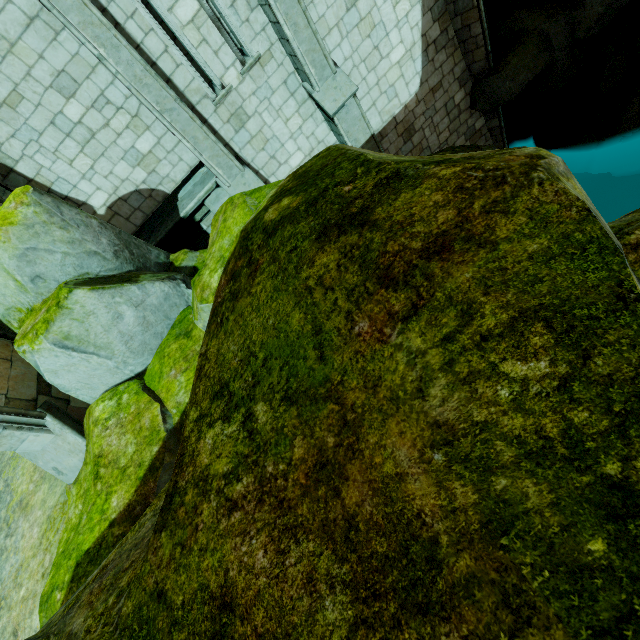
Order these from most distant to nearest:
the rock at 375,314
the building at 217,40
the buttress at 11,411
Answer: the building at 217,40 → the buttress at 11,411 → the rock at 375,314

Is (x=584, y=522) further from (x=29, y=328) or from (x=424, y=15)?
(x=424, y=15)

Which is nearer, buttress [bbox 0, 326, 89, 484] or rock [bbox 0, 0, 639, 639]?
rock [bbox 0, 0, 639, 639]

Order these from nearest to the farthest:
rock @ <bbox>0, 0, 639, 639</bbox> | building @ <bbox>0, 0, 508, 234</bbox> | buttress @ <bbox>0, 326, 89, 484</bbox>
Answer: rock @ <bbox>0, 0, 639, 639</bbox> < buttress @ <bbox>0, 326, 89, 484</bbox> < building @ <bbox>0, 0, 508, 234</bbox>

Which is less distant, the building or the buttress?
the buttress

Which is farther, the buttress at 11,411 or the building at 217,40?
the building at 217,40

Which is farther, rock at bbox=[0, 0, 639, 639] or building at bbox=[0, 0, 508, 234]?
building at bbox=[0, 0, 508, 234]
